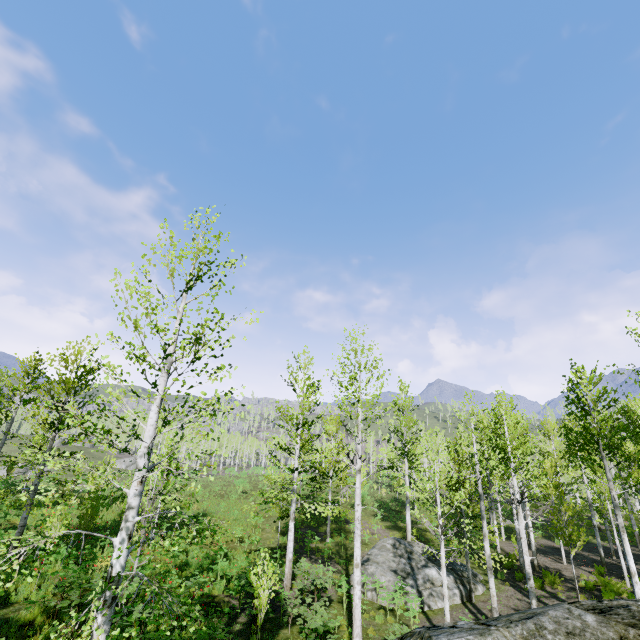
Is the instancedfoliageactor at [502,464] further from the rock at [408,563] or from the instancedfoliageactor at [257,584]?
the instancedfoliageactor at [257,584]

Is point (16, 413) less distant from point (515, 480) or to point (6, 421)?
point (6, 421)

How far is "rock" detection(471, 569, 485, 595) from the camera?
16.4 meters

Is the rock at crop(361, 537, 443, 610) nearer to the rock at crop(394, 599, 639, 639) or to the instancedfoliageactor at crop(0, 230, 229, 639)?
the instancedfoliageactor at crop(0, 230, 229, 639)

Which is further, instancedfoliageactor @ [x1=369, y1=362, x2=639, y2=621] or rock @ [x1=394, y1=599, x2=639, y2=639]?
instancedfoliageactor @ [x1=369, y1=362, x2=639, y2=621]

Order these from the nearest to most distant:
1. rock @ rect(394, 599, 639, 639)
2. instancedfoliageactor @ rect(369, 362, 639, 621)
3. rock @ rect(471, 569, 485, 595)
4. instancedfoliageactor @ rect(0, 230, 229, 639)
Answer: rock @ rect(394, 599, 639, 639) → instancedfoliageactor @ rect(0, 230, 229, 639) → instancedfoliageactor @ rect(369, 362, 639, 621) → rock @ rect(471, 569, 485, 595)

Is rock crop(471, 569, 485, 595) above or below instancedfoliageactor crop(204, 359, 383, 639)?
below

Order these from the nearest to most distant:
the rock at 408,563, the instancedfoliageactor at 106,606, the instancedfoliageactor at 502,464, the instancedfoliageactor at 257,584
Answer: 1. the instancedfoliageactor at 106,606
2. the instancedfoliageactor at 257,584
3. the instancedfoliageactor at 502,464
4. the rock at 408,563
